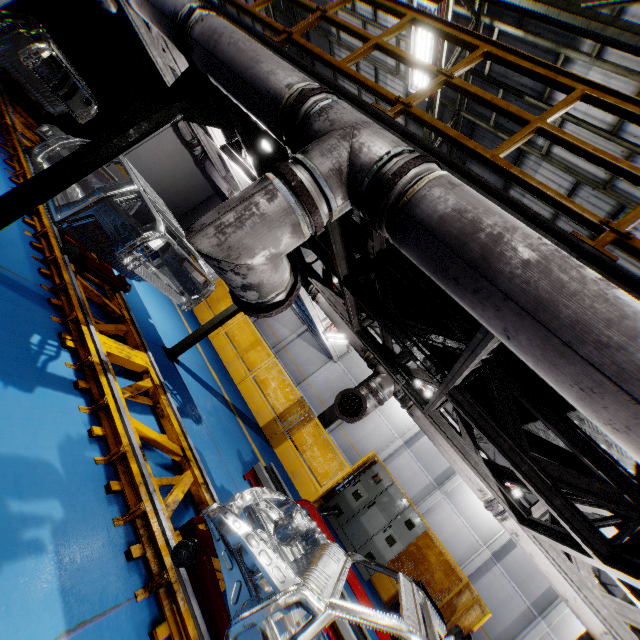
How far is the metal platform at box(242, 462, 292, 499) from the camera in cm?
606

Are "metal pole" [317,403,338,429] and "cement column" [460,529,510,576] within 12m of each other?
no

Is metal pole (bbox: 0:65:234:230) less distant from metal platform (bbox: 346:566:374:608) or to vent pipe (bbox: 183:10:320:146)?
vent pipe (bbox: 183:10:320:146)

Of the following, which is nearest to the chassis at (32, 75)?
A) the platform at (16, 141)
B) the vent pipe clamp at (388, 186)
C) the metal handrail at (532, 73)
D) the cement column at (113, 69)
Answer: the platform at (16, 141)

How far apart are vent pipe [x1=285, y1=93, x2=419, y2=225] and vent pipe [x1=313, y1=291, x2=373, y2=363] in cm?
370

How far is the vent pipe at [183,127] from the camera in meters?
8.9

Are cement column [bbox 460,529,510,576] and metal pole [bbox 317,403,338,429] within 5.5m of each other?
no

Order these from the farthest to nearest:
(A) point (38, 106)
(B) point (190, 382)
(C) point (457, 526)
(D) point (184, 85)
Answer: (C) point (457, 526)
(A) point (38, 106)
(B) point (190, 382)
(D) point (184, 85)
